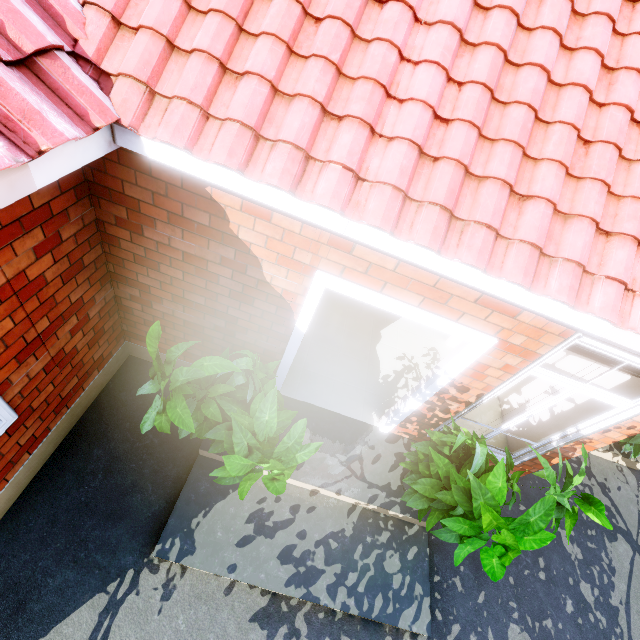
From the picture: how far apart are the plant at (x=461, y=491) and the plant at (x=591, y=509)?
0.2m

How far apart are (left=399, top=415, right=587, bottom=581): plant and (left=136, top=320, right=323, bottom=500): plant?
1.1m

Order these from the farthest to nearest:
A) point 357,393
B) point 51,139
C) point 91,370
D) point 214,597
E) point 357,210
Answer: point 357,393 → point 91,370 → point 214,597 → point 357,210 → point 51,139

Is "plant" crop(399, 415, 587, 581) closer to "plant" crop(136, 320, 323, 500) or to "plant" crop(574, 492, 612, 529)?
"plant" crop(574, 492, 612, 529)

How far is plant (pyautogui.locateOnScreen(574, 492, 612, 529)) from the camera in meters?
2.7

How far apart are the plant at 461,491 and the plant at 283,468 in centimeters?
111cm

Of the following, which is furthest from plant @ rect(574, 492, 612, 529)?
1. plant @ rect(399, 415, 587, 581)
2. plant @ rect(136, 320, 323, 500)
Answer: plant @ rect(136, 320, 323, 500)
